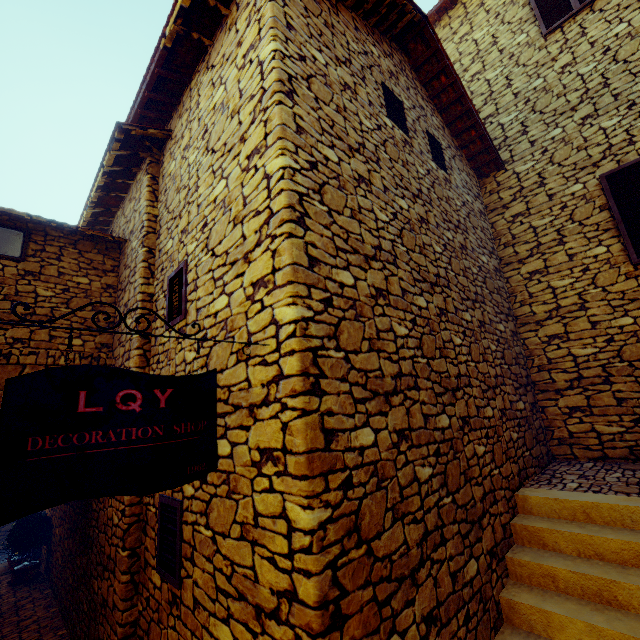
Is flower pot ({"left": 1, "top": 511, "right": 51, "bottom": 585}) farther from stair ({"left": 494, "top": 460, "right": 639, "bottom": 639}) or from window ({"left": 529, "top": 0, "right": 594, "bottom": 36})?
window ({"left": 529, "top": 0, "right": 594, "bottom": 36})

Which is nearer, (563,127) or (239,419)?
(239,419)

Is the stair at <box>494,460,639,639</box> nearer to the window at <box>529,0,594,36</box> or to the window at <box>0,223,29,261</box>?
the window at <box>0,223,29,261</box>

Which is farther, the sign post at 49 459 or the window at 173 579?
the window at 173 579

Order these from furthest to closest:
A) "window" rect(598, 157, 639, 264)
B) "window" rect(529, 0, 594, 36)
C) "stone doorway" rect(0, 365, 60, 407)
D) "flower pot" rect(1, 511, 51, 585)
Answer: "flower pot" rect(1, 511, 51, 585)
"window" rect(529, 0, 594, 36)
"window" rect(598, 157, 639, 264)
"stone doorway" rect(0, 365, 60, 407)

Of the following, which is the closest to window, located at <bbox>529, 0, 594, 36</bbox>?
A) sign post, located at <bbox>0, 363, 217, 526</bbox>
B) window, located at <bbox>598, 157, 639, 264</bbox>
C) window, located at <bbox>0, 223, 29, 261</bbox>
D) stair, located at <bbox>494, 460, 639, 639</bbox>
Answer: window, located at <bbox>598, 157, 639, 264</bbox>

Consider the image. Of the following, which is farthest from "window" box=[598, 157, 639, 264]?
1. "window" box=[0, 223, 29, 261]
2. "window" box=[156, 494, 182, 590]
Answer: "window" box=[0, 223, 29, 261]

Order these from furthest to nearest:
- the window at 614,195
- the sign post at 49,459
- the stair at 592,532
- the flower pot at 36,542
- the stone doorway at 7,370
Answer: the flower pot at 36,542 → the window at 614,195 → the stone doorway at 7,370 → the stair at 592,532 → the sign post at 49,459
